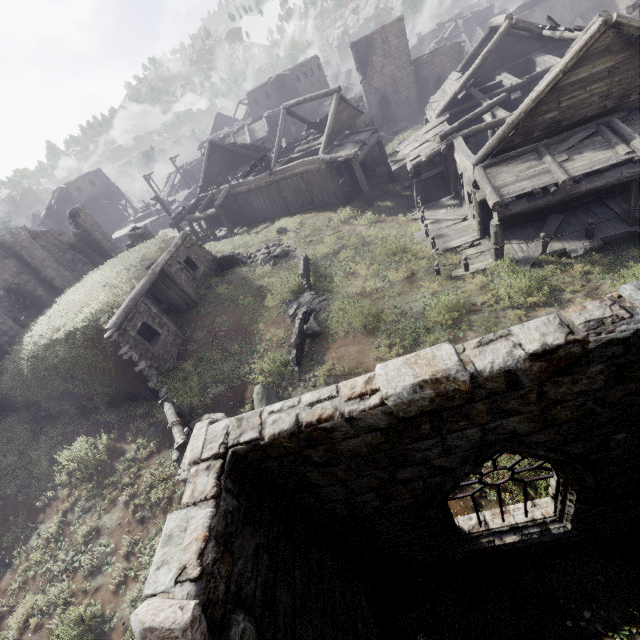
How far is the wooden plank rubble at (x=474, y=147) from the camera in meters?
23.3 m

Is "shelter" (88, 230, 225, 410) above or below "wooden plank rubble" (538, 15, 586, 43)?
below

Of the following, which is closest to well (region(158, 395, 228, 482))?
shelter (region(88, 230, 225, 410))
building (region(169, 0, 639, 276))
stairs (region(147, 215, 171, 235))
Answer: shelter (region(88, 230, 225, 410))

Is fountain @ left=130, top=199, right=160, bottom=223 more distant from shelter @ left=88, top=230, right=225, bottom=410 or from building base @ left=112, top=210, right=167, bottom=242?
shelter @ left=88, top=230, right=225, bottom=410

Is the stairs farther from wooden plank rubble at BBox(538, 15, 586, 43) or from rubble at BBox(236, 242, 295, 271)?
wooden plank rubble at BBox(538, 15, 586, 43)

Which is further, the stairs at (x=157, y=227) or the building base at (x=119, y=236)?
the building base at (x=119, y=236)

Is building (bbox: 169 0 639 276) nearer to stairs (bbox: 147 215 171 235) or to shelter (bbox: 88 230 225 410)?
shelter (bbox: 88 230 225 410)

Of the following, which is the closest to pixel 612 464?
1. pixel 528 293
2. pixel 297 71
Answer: pixel 528 293
